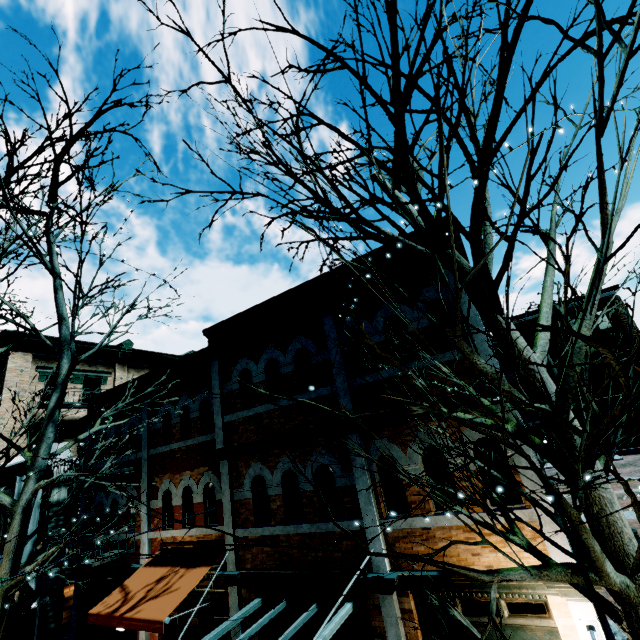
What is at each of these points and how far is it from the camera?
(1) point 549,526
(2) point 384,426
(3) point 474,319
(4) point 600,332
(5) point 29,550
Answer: (1) building, 4.9m
(2) building, 6.7m
(3) building, 6.2m
(4) building, 32.2m
(5) banner, 11.1m

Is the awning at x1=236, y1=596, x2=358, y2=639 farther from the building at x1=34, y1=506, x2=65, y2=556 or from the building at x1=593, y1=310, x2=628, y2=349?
the building at x1=593, y1=310, x2=628, y2=349

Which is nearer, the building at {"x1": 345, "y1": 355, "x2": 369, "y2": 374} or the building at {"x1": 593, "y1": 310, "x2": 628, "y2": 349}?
the building at {"x1": 345, "y1": 355, "x2": 369, "y2": 374}

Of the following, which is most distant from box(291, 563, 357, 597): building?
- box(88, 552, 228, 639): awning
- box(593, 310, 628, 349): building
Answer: box(593, 310, 628, 349): building

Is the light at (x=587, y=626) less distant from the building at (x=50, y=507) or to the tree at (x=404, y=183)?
the building at (x=50, y=507)

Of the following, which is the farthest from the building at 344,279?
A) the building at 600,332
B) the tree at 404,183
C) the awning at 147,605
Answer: the tree at 404,183

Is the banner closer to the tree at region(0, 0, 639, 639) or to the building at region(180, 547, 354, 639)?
the building at region(180, 547, 354, 639)

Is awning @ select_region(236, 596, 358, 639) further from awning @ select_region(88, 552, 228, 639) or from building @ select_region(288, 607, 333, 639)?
awning @ select_region(88, 552, 228, 639)
